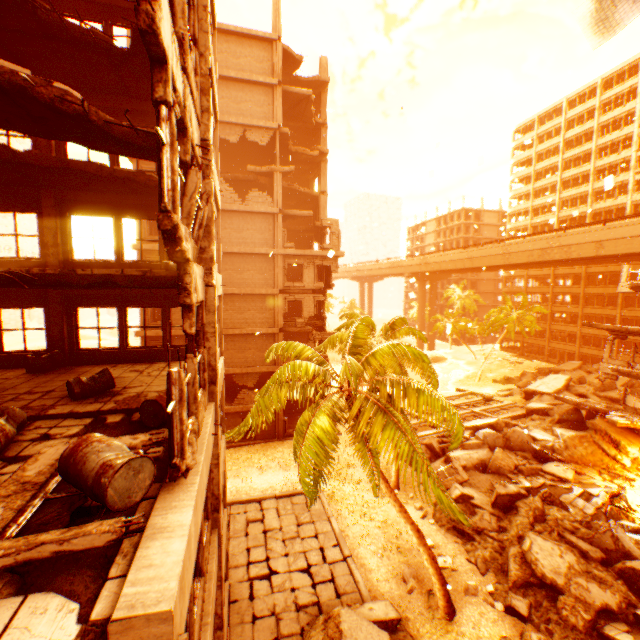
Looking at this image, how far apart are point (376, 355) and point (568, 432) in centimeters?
2023cm

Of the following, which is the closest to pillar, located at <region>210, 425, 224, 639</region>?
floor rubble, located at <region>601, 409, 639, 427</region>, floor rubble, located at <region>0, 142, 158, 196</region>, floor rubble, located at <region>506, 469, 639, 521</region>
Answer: floor rubble, located at <region>0, 142, 158, 196</region>

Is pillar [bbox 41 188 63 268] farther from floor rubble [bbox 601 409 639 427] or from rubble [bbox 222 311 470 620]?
floor rubble [bbox 601 409 639 427]

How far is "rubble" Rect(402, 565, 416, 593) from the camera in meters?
12.9

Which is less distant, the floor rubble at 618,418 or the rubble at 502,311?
the floor rubble at 618,418

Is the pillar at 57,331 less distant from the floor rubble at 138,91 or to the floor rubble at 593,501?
the floor rubble at 138,91

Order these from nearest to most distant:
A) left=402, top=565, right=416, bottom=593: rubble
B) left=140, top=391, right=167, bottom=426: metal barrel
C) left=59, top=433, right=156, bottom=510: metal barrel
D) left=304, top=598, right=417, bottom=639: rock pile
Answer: left=59, top=433, right=156, bottom=510: metal barrel < left=140, top=391, right=167, bottom=426: metal barrel < left=304, top=598, right=417, bottom=639: rock pile < left=402, top=565, right=416, bottom=593: rubble

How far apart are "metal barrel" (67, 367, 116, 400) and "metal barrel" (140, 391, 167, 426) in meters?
2.0 m
